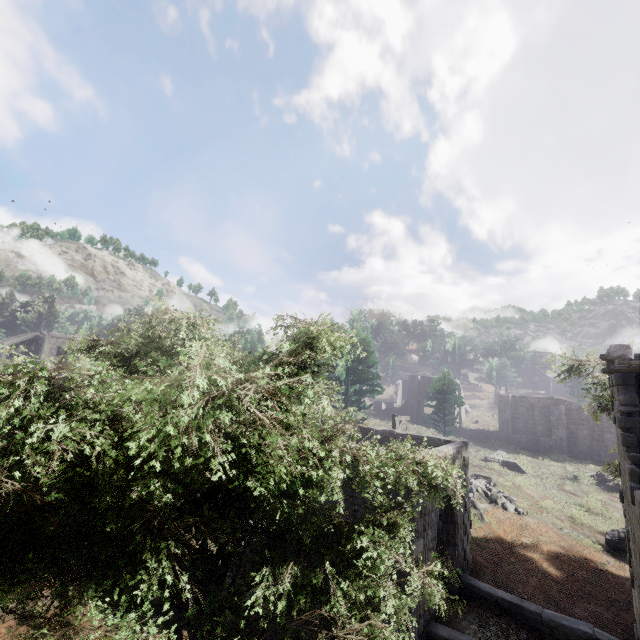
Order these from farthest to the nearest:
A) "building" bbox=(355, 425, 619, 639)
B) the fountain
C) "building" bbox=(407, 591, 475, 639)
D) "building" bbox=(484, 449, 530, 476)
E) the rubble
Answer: "building" bbox=(484, 449, 530, 476)
the fountain
the rubble
"building" bbox=(355, 425, 619, 639)
"building" bbox=(407, 591, 475, 639)

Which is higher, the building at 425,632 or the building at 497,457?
the building at 497,457

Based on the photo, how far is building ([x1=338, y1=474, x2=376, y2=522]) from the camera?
9.8m

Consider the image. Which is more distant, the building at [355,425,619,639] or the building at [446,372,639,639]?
the building at [355,425,619,639]

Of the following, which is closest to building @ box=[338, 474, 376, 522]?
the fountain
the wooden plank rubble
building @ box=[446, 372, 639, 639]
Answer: the wooden plank rubble

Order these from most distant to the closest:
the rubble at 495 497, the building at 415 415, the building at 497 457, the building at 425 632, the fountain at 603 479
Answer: the building at 415 415
the building at 497 457
the fountain at 603 479
the rubble at 495 497
the building at 425 632

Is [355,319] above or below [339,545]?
above

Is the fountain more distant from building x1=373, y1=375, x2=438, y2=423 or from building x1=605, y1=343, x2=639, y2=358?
building x1=605, y1=343, x2=639, y2=358
